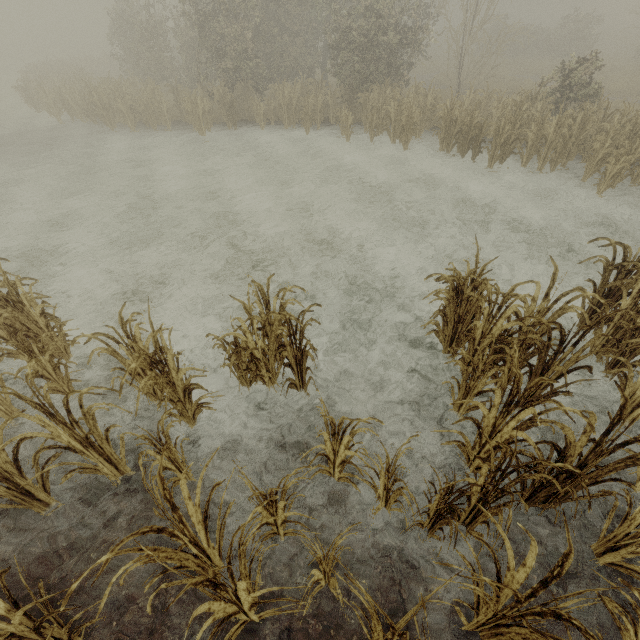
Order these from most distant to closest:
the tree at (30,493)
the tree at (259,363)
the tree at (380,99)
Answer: the tree at (380,99) < the tree at (259,363) < the tree at (30,493)

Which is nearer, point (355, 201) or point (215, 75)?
point (355, 201)

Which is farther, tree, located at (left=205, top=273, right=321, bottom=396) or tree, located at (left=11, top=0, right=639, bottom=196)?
tree, located at (left=11, top=0, right=639, bottom=196)

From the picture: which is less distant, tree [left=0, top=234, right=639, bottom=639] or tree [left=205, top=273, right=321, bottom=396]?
tree [left=0, top=234, right=639, bottom=639]

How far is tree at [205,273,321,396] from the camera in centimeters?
394cm

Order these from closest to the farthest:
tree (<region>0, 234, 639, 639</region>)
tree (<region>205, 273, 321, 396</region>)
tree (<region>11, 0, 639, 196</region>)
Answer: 1. tree (<region>0, 234, 639, 639</region>)
2. tree (<region>205, 273, 321, 396</region>)
3. tree (<region>11, 0, 639, 196</region>)

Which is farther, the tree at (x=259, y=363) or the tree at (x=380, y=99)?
the tree at (x=380, y=99)
